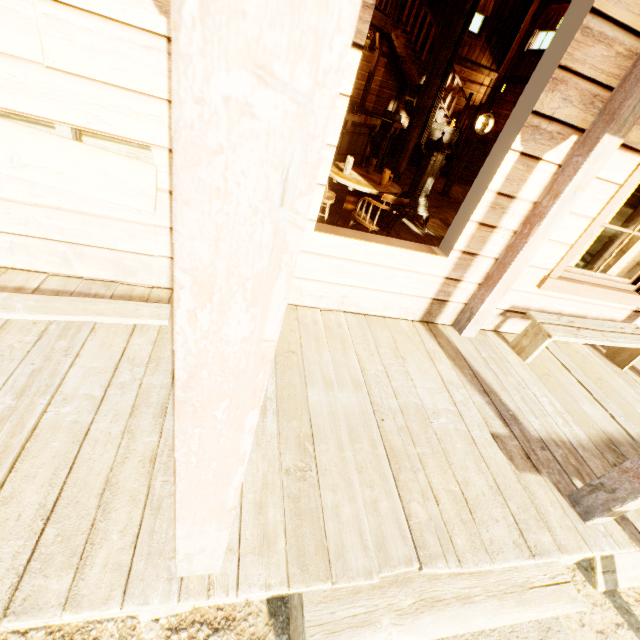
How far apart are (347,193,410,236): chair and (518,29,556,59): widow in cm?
981

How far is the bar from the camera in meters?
7.1 m

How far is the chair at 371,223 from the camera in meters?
3.7 m

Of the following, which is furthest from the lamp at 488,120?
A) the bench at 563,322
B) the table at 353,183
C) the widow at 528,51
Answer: the bench at 563,322

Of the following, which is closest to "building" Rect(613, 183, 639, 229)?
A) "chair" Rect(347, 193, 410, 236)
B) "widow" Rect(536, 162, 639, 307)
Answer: "widow" Rect(536, 162, 639, 307)

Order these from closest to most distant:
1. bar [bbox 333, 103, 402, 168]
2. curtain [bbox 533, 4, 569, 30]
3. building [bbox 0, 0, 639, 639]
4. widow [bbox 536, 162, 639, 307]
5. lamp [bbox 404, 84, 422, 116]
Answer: building [bbox 0, 0, 639, 639]
widow [bbox 536, 162, 639, 307]
lamp [bbox 404, 84, 422, 116]
bar [bbox 333, 103, 402, 168]
curtain [bbox 533, 4, 569, 30]

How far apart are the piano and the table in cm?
713

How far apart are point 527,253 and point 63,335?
3.6 meters
